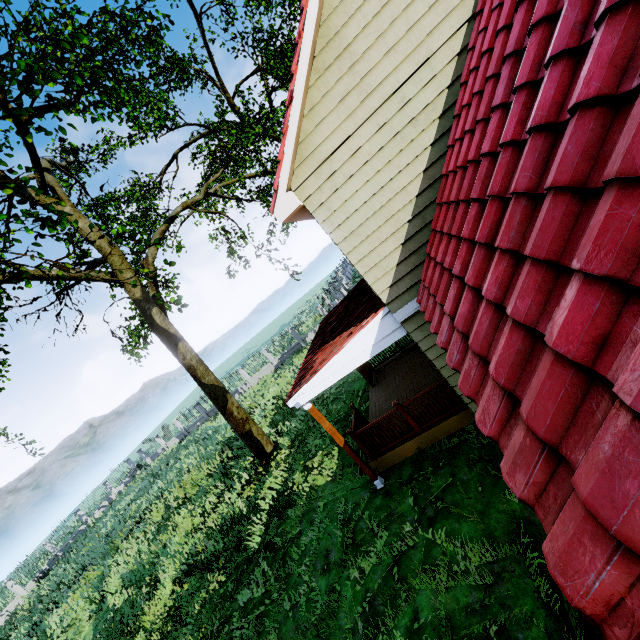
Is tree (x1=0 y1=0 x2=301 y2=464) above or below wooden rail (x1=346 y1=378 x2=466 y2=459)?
above

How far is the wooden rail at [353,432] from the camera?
7.4m

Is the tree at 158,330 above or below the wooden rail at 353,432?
above

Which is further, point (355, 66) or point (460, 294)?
point (355, 66)

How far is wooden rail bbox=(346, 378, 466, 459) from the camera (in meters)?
7.42
